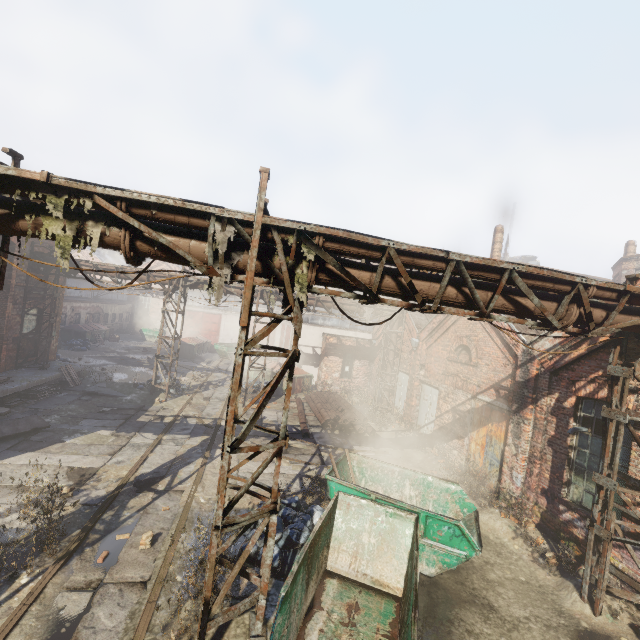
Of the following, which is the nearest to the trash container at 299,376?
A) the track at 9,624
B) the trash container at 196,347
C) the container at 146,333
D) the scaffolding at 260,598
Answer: the track at 9,624

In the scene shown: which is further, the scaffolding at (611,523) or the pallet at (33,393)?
the pallet at (33,393)

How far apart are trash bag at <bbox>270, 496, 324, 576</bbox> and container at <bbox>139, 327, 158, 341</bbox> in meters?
33.3 m

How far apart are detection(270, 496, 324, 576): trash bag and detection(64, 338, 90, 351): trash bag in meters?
25.5

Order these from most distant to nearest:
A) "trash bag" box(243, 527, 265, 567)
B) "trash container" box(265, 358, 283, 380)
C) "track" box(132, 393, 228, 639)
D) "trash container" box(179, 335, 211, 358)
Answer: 1. "trash container" box(179, 335, 211, 358)
2. "trash container" box(265, 358, 283, 380)
3. "trash bag" box(243, 527, 265, 567)
4. "track" box(132, 393, 228, 639)

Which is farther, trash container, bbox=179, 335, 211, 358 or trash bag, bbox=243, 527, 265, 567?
trash container, bbox=179, 335, 211, 358

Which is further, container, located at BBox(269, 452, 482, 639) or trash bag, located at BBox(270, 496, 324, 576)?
trash bag, located at BBox(270, 496, 324, 576)

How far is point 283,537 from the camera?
6.8 meters
